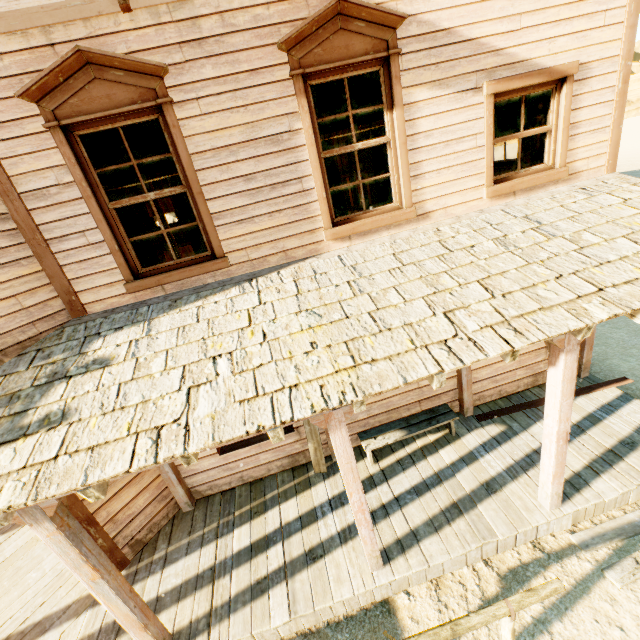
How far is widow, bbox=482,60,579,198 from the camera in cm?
394

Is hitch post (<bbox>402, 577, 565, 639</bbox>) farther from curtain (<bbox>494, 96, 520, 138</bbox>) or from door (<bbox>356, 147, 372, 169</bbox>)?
door (<bbox>356, 147, 372, 169</bbox>)

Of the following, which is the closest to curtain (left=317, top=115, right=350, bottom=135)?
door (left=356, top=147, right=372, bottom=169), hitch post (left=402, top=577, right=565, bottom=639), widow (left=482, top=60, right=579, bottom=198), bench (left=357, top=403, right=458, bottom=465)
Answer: widow (left=482, top=60, right=579, bottom=198)

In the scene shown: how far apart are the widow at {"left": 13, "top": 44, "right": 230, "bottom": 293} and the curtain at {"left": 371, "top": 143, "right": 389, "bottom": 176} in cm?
138

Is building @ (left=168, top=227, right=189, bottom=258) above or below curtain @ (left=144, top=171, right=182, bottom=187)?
below

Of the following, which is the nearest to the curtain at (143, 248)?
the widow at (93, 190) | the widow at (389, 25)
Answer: the widow at (93, 190)

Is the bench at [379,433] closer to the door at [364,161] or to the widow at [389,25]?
the widow at [389,25]

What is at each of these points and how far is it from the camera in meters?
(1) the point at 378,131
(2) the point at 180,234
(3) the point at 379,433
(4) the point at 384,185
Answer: (1) curtain, 4.1 m
(2) building, 13.7 m
(3) bench, 5.3 m
(4) curtain, 4.4 m
